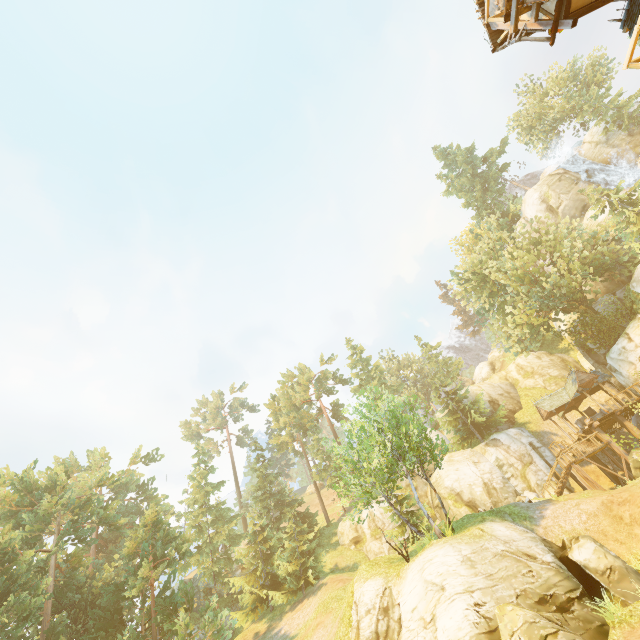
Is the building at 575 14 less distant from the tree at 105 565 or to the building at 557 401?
the tree at 105 565

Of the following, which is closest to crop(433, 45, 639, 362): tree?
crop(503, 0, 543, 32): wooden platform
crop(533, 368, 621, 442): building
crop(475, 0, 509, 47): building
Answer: crop(533, 368, 621, 442): building

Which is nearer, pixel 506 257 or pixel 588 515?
pixel 588 515

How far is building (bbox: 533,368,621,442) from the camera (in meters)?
28.98

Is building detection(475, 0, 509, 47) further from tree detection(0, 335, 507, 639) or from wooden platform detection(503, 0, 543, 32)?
tree detection(0, 335, 507, 639)

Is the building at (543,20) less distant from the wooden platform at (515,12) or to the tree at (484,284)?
the wooden platform at (515,12)

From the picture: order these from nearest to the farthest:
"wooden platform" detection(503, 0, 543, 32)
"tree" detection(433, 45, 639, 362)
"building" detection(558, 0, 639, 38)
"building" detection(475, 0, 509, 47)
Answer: "building" detection(558, 0, 639, 38)
"wooden platform" detection(503, 0, 543, 32)
"building" detection(475, 0, 509, 47)
"tree" detection(433, 45, 639, 362)

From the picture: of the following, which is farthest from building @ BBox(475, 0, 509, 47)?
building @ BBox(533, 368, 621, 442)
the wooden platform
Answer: building @ BBox(533, 368, 621, 442)
